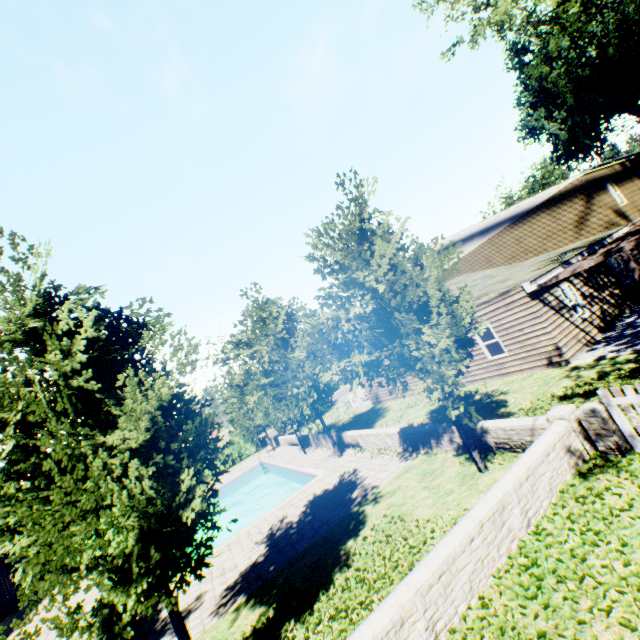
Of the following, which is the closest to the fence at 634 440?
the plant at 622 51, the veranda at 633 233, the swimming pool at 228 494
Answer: the plant at 622 51

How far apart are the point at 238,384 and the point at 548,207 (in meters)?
26.69

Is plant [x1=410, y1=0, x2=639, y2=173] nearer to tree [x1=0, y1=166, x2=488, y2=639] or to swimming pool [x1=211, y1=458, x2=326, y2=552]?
tree [x1=0, y1=166, x2=488, y2=639]

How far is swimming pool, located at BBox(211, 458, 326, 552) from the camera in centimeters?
1367cm

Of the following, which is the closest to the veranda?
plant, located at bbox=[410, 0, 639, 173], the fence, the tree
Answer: the tree

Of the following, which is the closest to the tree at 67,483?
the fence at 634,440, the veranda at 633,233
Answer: the fence at 634,440

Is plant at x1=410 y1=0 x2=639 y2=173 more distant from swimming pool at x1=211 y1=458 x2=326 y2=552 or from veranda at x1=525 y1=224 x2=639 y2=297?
veranda at x1=525 y1=224 x2=639 y2=297

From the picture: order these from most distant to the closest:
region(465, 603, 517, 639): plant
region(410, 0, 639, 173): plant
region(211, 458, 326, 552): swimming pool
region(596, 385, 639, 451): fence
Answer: region(410, 0, 639, 173): plant → region(211, 458, 326, 552): swimming pool → region(596, 385, 639, 451): fence → region(465, 603, 517, 639): plant
